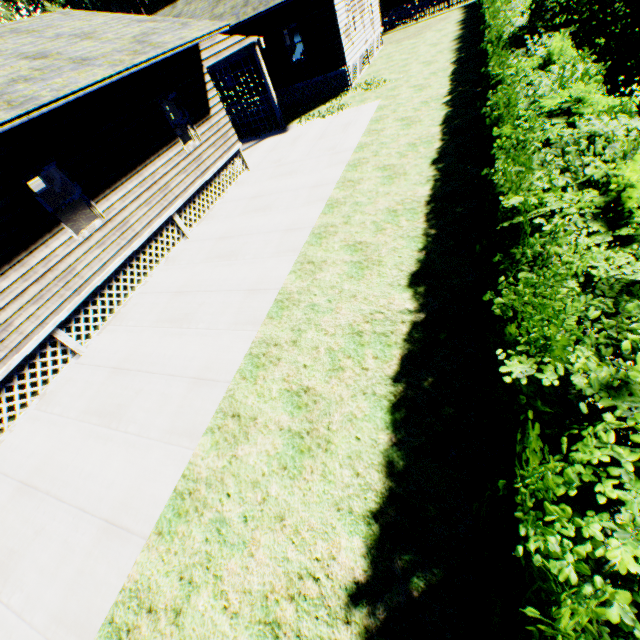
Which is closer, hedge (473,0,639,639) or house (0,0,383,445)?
hedge (473,0,639,639)

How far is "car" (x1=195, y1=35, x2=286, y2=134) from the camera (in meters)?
11.88

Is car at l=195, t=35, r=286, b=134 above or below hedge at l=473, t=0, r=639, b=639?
above

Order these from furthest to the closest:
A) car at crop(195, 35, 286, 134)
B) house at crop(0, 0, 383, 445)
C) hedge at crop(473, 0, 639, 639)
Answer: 1. car at crop(195, 35, 286, 134)
2. house at crop(0, 0, 383, 445)
3. hedge at crop(473, 0, 639, 639)

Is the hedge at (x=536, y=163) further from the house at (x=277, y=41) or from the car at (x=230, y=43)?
the car at (x=230, y=43)

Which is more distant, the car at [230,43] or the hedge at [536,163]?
the car at [230,43]

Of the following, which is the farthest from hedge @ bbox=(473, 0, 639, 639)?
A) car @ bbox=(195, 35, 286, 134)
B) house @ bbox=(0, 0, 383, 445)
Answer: car @ bbox=(195, 35, 286, 134)

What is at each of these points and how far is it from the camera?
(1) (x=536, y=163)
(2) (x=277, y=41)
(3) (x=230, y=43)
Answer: (1) hedge, 4.0m
(2) house, 17.5m
(3) car, 12.8m
